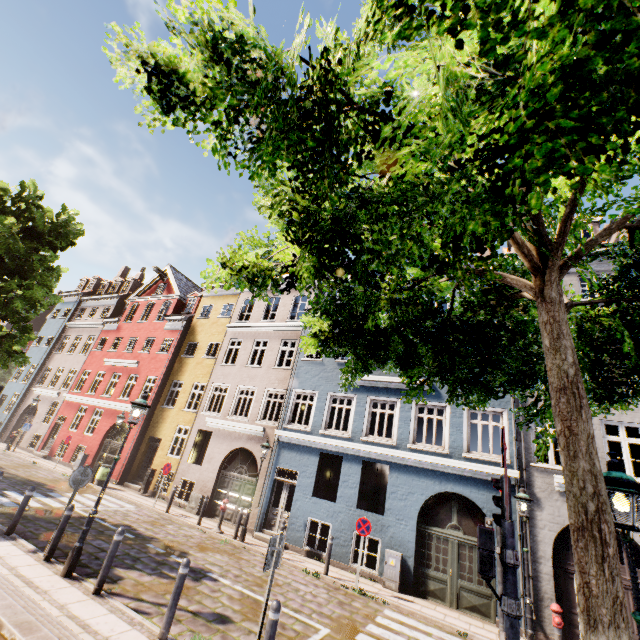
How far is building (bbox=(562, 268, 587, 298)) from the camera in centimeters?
1302cm

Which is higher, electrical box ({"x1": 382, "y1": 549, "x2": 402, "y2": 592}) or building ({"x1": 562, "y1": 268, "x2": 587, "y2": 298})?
building ({"x1": 562, "y1": 268, "x2": 587, "y2": 298})

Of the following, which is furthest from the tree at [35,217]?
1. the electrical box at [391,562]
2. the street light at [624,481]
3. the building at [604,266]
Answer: the electrical box at [391,562]

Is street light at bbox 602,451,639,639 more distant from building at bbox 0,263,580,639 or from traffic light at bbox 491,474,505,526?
building at bbox 0,263,580,639

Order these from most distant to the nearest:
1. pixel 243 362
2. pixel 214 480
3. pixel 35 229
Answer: pixel 243 362, pixel 214 480, pixel 35 229

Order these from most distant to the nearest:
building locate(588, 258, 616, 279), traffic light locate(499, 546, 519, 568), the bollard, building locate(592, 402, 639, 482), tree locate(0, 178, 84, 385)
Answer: building locate(588, 258, 616, 279)
tree locate(0, 178, 84, 385)
building locate(592, 402, 639, 482)
the bollard
traffic light locate(499, 546, 519, 568)

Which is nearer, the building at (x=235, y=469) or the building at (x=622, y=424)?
the building at (x=622, y=424)
